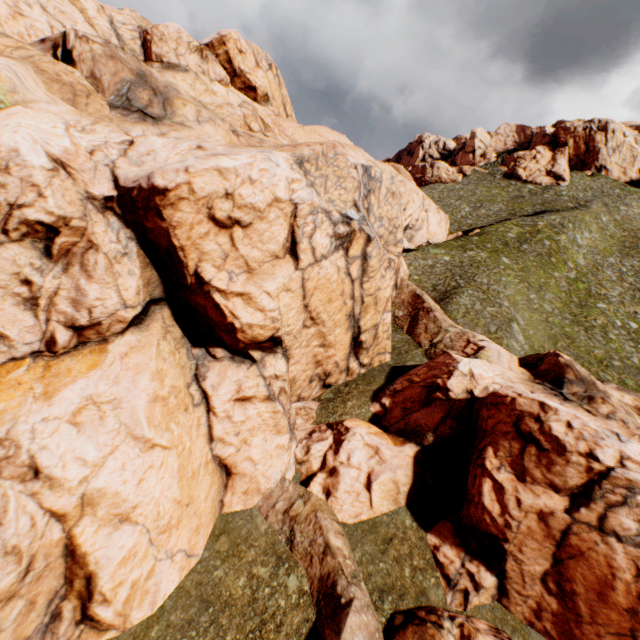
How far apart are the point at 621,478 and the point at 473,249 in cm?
3220
